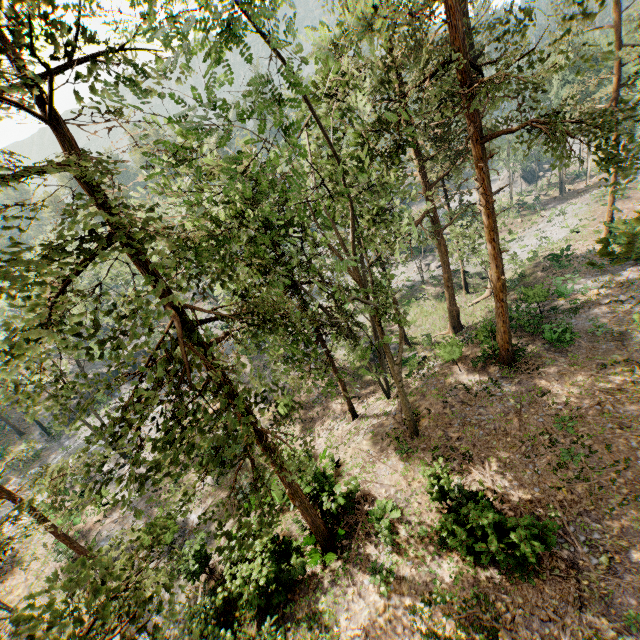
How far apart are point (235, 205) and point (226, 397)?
5.8 meters
